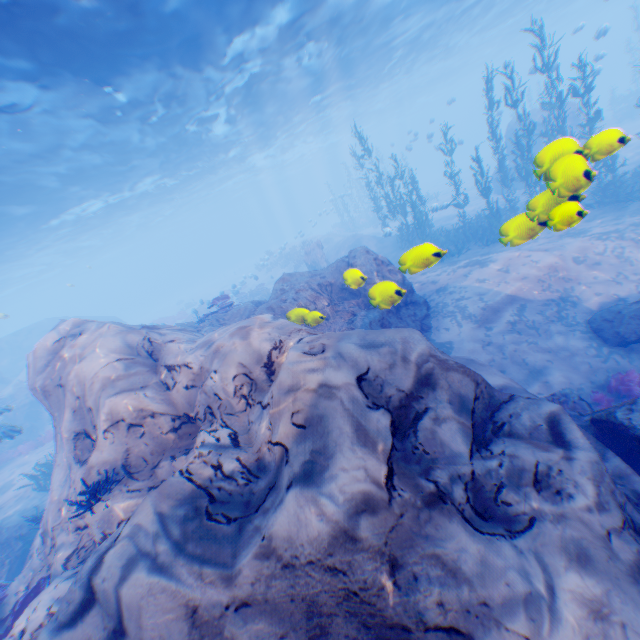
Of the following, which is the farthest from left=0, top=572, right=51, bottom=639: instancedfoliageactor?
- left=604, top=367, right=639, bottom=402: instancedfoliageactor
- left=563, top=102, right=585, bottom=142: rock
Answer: left=604, top=367, right=639, bottom=402: instancedfoliageactor

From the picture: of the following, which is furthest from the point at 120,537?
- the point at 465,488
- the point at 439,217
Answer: the point at 439,217

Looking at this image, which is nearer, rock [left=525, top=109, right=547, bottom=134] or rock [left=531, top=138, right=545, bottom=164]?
rock [left=531, top=138, right=545, bottom=164]

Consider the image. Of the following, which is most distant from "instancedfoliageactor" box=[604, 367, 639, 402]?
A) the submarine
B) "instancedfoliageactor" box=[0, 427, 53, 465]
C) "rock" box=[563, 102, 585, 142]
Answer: the submarine

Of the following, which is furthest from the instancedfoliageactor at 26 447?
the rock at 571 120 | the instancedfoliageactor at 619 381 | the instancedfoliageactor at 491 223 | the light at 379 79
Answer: the instancedfoliageactor at 619 381

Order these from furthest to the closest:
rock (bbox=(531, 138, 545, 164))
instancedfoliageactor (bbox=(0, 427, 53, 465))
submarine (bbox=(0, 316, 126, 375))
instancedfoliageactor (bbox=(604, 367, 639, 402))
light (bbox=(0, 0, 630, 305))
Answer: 1. submarine (bbox=(0, 316, 126, 375))
2. instancedfoliageactor (bbox=(0, 427, 53, 465))
3. light (bbox=(0, 0, 630, 305))
4. instancedfoliageactor (bbox=(604, 367, 639, 402))
5. rock (bbox=(531, 138, 545, 164))

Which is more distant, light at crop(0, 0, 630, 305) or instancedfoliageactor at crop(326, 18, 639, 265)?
light at crop(0, 0, 630, 305)
